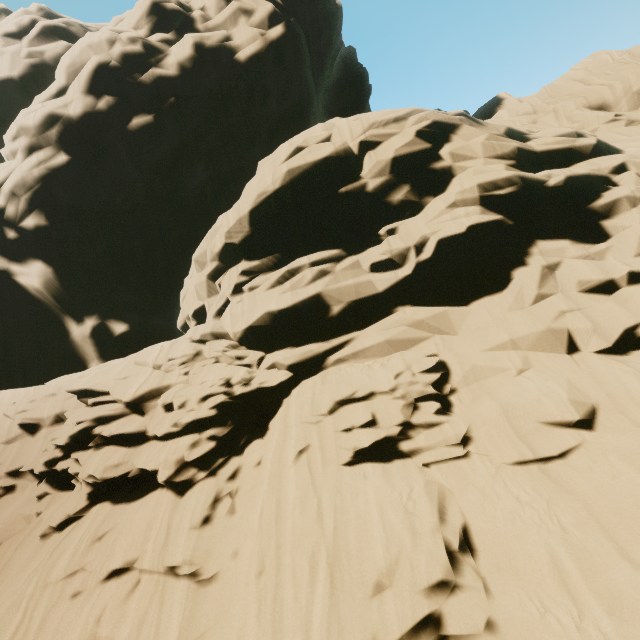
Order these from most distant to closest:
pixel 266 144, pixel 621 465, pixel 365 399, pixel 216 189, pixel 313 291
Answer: pixel 266 144 < pixel 216 189 < pixel 313 291 < pixel 365 399 < pixel 621 465
